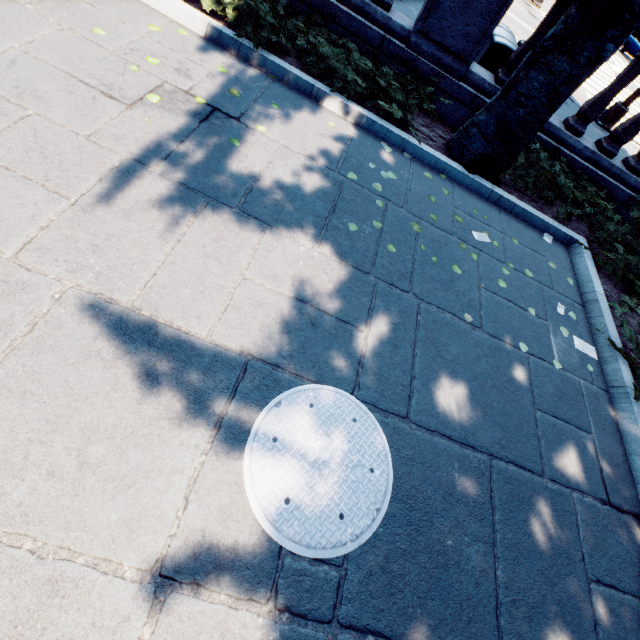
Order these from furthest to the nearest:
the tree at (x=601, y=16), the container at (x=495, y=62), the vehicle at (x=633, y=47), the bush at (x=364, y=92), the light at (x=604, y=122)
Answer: the vehicle at (x=633, y=47) < the light at (x=604, y=122) < the container at (x=495, y=62) < the bush at (x=364, y=92) < the tree at (x=601, y=16)

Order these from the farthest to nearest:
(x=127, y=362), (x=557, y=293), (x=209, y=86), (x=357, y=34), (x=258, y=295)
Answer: (x=357, y=34) → (x=557, y=293) → (x=209, y=86) → (x=258, y=295) → (x=127, y=362)

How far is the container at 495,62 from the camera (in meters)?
5.48

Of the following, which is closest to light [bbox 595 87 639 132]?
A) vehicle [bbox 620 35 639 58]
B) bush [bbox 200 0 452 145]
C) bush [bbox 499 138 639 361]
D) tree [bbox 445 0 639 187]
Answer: tree [bbox 445 0 639 187]

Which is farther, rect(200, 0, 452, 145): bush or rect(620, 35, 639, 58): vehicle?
rect(620, 35, 639, 58): vehicle

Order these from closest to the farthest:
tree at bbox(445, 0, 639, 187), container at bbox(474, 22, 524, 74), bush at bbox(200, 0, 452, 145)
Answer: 1. tree at bbox(445, 0, 639, 187)
2. bush at bbox(200, 0, 452, 145)
3. container at bbox(474, 22, 524, 74)

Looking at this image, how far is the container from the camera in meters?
5.5
